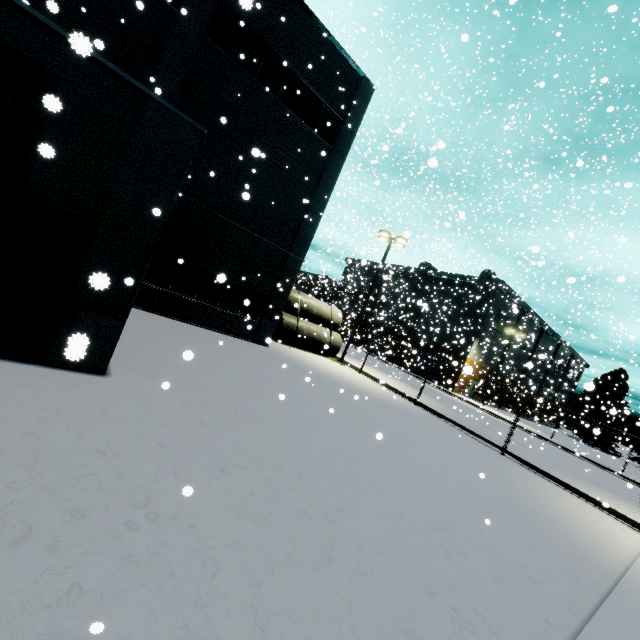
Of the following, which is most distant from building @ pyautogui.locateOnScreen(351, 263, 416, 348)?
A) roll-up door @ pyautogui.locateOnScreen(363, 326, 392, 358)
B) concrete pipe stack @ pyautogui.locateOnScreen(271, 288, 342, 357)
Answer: concrete pipe stack @ pyautogui.locateOnScreen(271, 288, 342, 357)

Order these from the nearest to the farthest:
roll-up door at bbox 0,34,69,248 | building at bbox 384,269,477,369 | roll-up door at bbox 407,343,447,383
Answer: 1. roll-up door at bbox 0,34,69,248
2. building at bbox 384,269,477,369
3. roll-up door at bbox 407,343,447,383

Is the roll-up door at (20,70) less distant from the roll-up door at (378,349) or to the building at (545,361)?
the building at (545,361)

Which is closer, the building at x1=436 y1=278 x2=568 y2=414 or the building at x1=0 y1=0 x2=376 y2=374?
the building at x1=0 y1=0 x2=376 y2=374

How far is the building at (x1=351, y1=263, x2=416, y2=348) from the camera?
40.06m

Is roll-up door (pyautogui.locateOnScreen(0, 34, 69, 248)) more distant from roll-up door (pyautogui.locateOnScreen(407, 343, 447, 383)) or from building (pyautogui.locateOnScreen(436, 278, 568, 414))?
roll-up door (pyautogui.locateOnScreen(407, 343, 447, 383))

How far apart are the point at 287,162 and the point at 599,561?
17.5m

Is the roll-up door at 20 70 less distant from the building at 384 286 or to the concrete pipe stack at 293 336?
the building at 384 286
